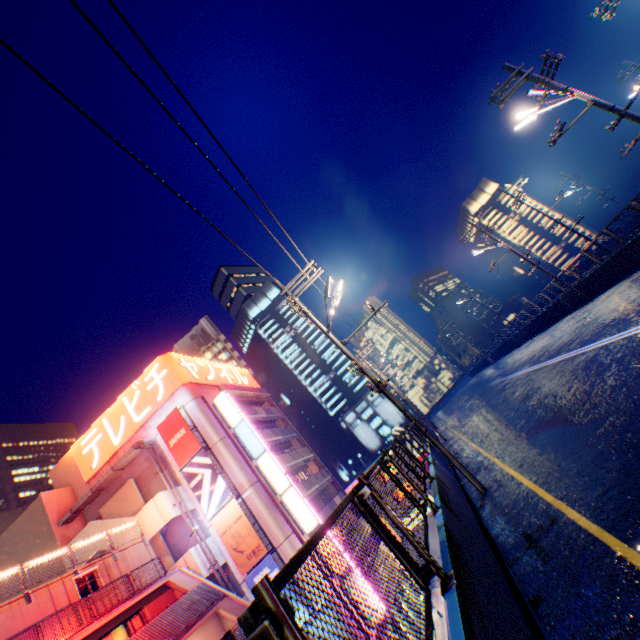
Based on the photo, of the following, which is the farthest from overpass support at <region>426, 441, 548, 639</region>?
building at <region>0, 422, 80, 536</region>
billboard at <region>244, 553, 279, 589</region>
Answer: building at <region>0, 422, 80, 536</region>

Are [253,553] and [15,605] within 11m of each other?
no

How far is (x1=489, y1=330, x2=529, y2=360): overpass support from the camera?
35.2 meters

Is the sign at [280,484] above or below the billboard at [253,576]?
above

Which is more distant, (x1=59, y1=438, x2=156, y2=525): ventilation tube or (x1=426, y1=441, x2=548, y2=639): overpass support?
(x1=59, y1=438, x2=156, y2=525): ventilation tube

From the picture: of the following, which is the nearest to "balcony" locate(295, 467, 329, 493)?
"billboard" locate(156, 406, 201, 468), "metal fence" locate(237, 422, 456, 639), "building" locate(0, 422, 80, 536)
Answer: "billboard" locate(156, 406, 201, 468)

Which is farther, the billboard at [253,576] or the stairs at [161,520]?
the stairs at [161,520]
